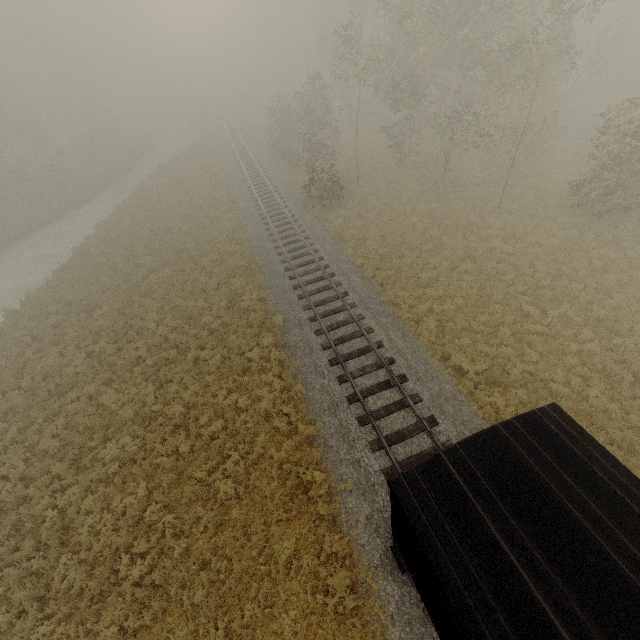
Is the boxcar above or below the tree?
above

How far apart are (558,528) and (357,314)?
11.6 meters

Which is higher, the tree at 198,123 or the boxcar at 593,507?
the boxcar at 593,507

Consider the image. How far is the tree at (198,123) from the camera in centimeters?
5291cm

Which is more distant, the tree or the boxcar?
the tree

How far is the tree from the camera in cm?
5291
